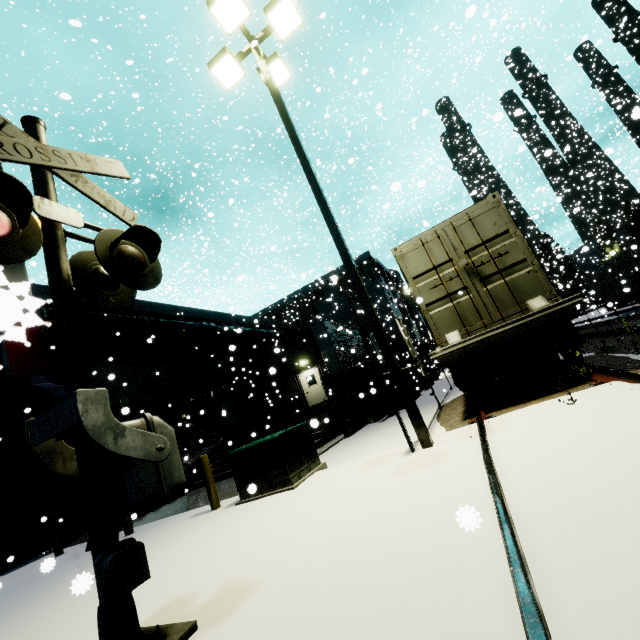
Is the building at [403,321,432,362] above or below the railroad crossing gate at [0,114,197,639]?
above

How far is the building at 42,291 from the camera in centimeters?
71cm

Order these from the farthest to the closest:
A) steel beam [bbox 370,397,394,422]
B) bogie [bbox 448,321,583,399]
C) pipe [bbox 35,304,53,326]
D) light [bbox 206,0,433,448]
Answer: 1. steel beam [bbox 370,397,394,422]
2. bogie [bbox 448,321,583,399]
3. light [bbox 206,0,433,448]
4. pipe [bbox 35,304,53,326]

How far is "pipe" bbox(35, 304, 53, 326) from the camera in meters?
0.7 m

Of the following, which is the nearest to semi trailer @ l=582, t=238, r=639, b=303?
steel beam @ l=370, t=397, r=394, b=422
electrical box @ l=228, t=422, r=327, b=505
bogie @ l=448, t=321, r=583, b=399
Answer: bogie @ l=448, t=321, r=583, b=399

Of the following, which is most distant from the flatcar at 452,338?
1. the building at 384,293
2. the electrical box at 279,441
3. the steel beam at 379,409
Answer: the steel beam at 379,409

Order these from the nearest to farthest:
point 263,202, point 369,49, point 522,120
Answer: point 522,120
point 369,49
point 263,202

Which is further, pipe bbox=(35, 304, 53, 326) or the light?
the light
